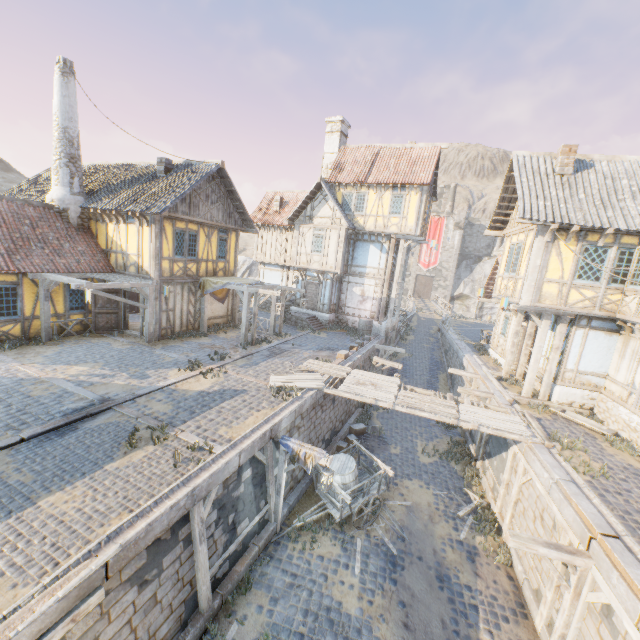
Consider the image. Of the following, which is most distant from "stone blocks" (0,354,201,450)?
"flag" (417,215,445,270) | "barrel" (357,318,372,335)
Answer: "flag" (417,215,445,270)

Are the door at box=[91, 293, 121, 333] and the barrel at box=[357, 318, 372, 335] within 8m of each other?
no

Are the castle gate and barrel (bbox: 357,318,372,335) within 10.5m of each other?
no

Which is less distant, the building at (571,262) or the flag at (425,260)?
the building at (571,262)

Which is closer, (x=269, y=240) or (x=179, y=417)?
(x=179, y=417)

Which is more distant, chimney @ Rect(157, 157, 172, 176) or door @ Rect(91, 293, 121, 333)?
chimney @ Rect(157, 157, 172, 176)

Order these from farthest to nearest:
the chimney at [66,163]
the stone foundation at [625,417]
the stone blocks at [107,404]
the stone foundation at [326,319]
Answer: the stone foundation at [326,319]
the chimney at [66,163]
the stone foundation at [625,417]
the stone blocks at [107,404]

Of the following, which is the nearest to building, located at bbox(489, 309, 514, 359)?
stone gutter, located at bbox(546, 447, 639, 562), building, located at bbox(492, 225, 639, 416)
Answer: building, located at bbox(492, 225, 639, 416)
